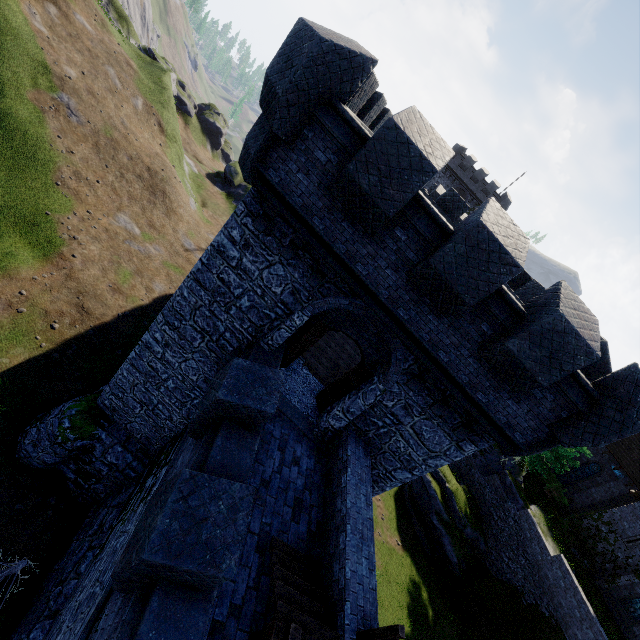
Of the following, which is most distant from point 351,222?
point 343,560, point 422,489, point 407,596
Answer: point 422,489

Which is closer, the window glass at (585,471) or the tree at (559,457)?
the tree at (559,457)

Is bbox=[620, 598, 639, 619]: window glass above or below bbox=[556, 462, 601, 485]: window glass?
below

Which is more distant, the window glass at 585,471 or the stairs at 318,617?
the window glass at 585,471

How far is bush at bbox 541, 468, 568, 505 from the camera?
27.59m

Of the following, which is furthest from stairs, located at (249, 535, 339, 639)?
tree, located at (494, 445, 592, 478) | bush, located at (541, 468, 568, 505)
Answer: bush, located at (541, 468, 568, 505)

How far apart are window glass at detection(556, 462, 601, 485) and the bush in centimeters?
157cm

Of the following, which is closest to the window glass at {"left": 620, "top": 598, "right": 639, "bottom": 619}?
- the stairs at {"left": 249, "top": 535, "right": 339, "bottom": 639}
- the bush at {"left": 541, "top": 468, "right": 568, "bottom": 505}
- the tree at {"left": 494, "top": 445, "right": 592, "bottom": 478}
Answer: the bush at {"left": 541, "top": 468, "right": 568, "bottom": 505}
